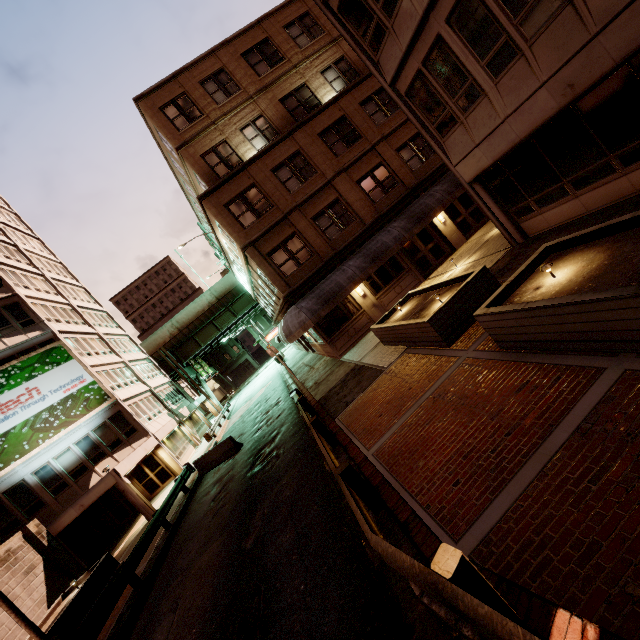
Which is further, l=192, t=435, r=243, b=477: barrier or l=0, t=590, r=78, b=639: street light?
l=192, t=435, r=243, b=477: barrier

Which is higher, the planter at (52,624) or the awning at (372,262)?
the awning at (372,262)

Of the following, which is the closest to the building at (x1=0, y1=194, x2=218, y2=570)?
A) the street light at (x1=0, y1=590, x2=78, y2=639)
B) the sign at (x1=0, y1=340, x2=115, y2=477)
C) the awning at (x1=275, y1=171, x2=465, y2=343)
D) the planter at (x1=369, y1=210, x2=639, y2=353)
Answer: the sign at (x1=0, y1=340, x2=115, y2=477)

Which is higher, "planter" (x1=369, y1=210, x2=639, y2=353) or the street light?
the street light

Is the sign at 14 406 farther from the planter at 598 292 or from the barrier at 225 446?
the planter at 598 292

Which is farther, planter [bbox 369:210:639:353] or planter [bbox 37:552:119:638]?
planter [bbox 37:552:119:638]

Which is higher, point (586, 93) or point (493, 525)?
point (586, 93)

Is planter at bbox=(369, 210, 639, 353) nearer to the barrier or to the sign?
the barrier
